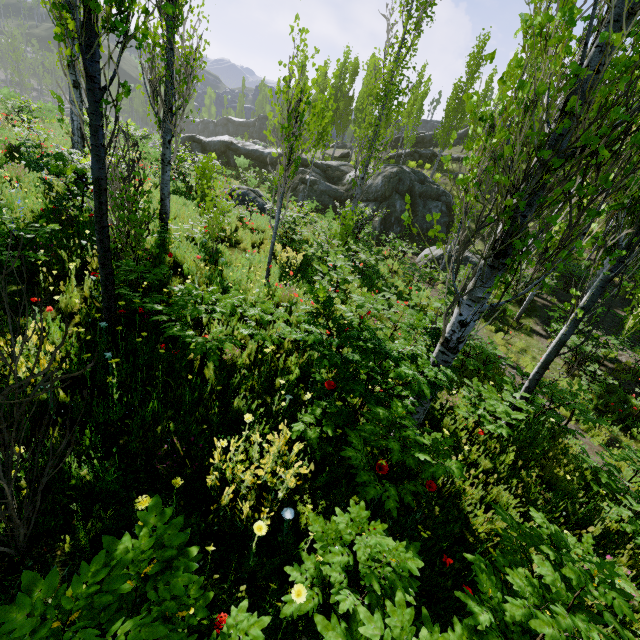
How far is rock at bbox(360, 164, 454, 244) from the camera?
22.69m

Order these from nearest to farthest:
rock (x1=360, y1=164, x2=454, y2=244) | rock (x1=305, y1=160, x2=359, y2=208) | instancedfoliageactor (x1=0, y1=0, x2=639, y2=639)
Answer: instancedfoliageactor (x1=0, y1=0, x2=639, y2=639) → rock (x1=360, y1=164, x2=454, y2=244) → rock (x1=305, y1=160, x2=359, y2=208)

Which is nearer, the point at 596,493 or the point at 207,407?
the point at 207,407

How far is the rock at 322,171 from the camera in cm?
2534

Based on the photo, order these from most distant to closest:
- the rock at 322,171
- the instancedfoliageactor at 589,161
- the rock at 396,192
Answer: the rock at 322,171, the rock at 396,192, the instancedfoliageactor at 589,161

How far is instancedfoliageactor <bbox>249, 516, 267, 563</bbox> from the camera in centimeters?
204cm
